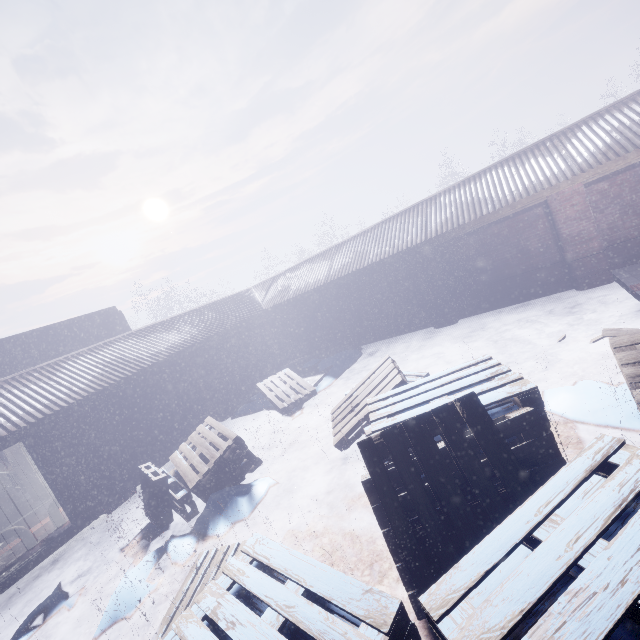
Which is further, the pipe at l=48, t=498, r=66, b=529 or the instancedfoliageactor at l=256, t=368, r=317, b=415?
the instancedfoliageactor at l=256, t=368, r=317, b=415

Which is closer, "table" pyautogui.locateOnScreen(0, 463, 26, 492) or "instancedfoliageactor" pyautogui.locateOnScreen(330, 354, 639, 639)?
"instancedfoliageactor" pyautogui.locateOnScreen(330, 354, 639, 639)

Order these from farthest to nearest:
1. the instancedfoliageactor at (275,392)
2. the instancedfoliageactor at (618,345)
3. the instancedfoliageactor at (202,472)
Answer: the instancedfoliageactor at (275,392)
the instancedfoliageactor at (202,472)
the instancedfoliageactor at (618,345)

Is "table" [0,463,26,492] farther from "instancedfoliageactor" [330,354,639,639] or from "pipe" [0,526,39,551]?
"instancedfoliageactor" [330,354,639,639]

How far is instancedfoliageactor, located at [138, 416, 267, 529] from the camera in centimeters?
499cm

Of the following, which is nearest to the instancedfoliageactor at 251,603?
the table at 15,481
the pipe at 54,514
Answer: the pipe at 54,514

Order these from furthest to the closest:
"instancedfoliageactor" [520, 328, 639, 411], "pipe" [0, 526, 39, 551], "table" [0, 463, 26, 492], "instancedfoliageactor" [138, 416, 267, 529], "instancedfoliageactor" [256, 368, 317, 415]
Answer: "table" [0, 463, 26, 492], "instancedfoliageactor" [256, 368, 317, 415], "pipe" [0, 526, 39, 551], "instancedfoliageactor" [138, 416, 267, 529], "instancedfoliageactor" [520, 328, 639, 411]

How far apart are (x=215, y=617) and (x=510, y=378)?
3.0 meters
